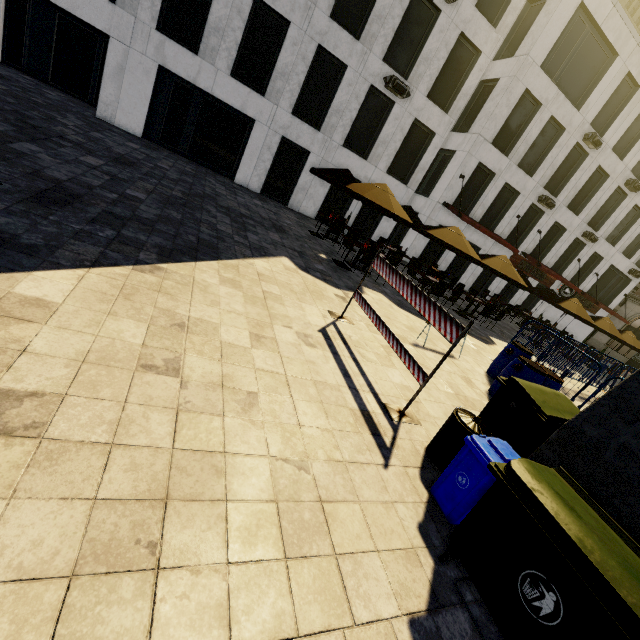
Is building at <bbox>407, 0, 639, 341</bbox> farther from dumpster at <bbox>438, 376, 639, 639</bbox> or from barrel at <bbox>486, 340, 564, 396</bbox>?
dumpster at <bbox>438, 376, 639, 639</bbox>

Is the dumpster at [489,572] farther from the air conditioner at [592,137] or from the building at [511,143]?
the air conditioner at [592,137]

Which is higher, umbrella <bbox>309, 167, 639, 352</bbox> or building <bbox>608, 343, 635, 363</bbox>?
umbrella <bbox>309, 167, 639, 352</bbox>

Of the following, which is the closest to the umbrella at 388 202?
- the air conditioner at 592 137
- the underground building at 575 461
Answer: the underground building at 575 461

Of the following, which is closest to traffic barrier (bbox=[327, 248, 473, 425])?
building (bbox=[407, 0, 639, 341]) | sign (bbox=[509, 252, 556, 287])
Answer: building (bbox=[407, 0, 639, 341])

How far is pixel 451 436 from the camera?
3.8m

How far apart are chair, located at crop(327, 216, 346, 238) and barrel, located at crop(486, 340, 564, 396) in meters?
8.8 m

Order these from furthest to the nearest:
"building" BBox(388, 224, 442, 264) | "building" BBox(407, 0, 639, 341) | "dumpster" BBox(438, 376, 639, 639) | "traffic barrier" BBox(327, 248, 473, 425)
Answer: "building" BBox(388, 224, 442, 264) → "building" BBox(407, 0, 639, 341) → "traffic barrier" BBox(327, 248, 473, 425) → "dumpster" BBox(438, 376, 639, 639)
